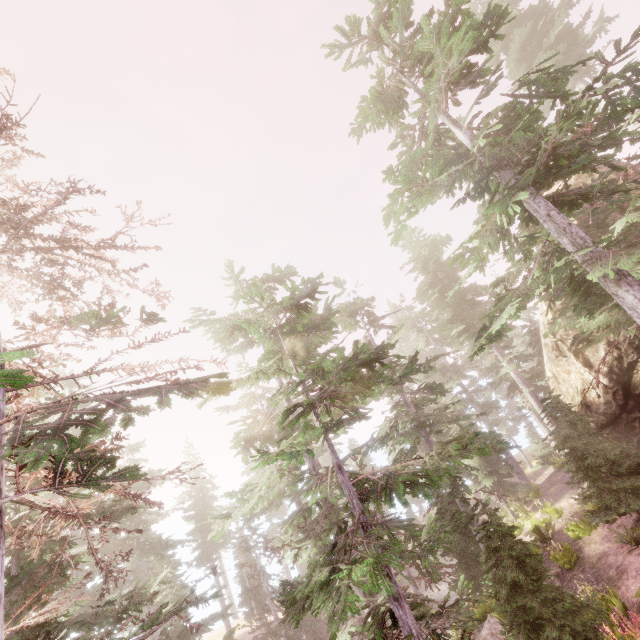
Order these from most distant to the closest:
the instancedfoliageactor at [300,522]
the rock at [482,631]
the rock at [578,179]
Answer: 1. the rock at [578,179]
2. the rock at [482,631]
3. the instancedfoliageactor at [300,522]

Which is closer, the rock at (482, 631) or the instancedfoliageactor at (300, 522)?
the instancedfoliageactor at (300, 522)

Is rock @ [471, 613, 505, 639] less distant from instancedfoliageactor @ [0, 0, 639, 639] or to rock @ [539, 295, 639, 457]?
instancedfoliageactor @ [0, 0, 639, 639]

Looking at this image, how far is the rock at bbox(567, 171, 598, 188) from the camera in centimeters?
1570cm

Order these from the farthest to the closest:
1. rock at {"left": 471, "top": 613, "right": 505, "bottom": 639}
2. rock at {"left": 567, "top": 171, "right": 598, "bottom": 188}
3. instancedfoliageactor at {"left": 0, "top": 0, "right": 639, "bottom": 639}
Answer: rock at {"left": 567, "top": 171, "right": 598, "bottom": 188}, rock at {"left": 471, "top": 613, "right": 505, "bottom": 639}, instancedfoliageactor at {"left": 0, "top": 0, "right": 639, "bottom": 639}

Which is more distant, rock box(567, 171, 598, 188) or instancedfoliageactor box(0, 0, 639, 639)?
rock box(567, 171, 598, 188)

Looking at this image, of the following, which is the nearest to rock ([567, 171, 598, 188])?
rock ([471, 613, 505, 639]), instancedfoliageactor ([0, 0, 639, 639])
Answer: instancedfoliageactor ([0, 0, 639, 639])

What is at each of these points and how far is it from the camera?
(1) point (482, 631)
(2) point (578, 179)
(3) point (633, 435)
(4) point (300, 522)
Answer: (1) rock, 15.05m
(2) rock, 16.20m
(3) rock, 14.16m
(4) instancedfoliageactor, 13.90m
